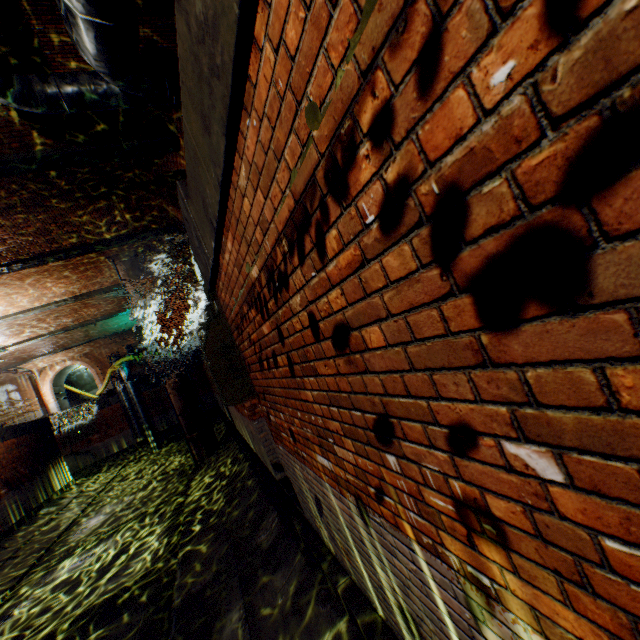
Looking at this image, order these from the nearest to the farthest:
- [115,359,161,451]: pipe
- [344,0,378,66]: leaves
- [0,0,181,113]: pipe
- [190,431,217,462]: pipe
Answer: [344,0,378,66]: leaves < [0,0,181,113]: pipe < [190,431,217,462]: pipe < [115,359,161,451]: pipe

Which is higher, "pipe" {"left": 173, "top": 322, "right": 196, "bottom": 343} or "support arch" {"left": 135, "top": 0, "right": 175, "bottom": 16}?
"support arch" {"left": 135, "top": 0, "right": 175, "bottom": 16}

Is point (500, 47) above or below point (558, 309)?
above

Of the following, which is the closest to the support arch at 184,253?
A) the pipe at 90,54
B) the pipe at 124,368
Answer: the pipe at 90,54

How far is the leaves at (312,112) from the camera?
1.0m

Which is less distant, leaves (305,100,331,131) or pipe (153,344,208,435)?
leaves (305,100,331,131)

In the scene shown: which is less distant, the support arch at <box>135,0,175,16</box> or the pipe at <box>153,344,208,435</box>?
the support arch at <box>135,0,175,16</box>

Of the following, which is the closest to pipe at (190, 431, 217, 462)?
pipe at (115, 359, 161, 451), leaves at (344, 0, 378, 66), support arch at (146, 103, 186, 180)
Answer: support arch at (146, 103, 186, 180)
